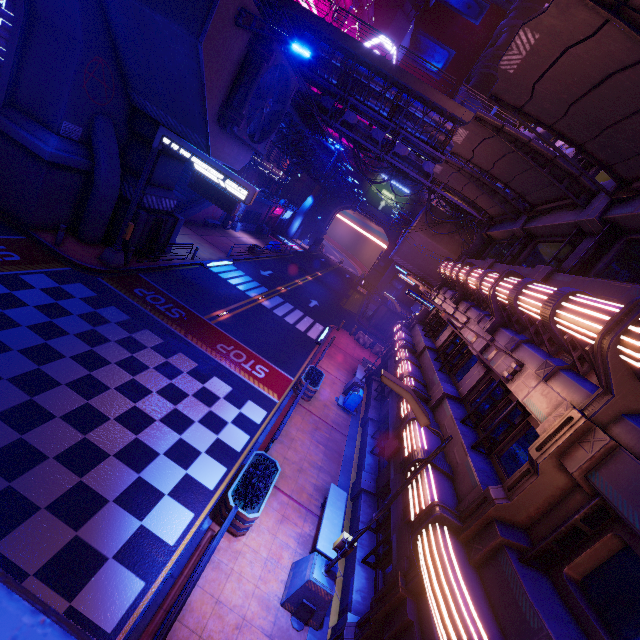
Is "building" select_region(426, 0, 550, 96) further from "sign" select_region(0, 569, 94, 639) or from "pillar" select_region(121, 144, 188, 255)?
"sign" select_region(0, 569, 94, 639)

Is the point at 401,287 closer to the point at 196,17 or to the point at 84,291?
the point at 196,17

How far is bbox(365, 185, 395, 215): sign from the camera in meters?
59.5

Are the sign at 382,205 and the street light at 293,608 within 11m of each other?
no

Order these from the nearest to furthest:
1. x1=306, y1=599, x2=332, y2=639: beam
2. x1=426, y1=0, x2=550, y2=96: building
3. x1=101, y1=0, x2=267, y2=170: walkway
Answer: x1=306, y1=599, x2=332, y2=639: beam → x1=101, y1=0, x2=267, y2=170: walkway → x1=426, y1=0, x2=550, y2=96: building

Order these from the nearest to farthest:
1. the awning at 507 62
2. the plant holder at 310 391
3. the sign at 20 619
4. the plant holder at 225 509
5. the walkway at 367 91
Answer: the sign at 20 619 → the awning at 507 62 → the plant holder at 225 509 → the plant holder at 310 391 → the walkway at 367 91

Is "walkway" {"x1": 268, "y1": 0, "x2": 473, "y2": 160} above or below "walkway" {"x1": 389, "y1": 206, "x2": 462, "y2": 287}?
above

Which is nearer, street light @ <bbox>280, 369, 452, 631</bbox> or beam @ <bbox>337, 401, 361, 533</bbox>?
street light @ <bbox>280, 369, 452, 631</bbox>
